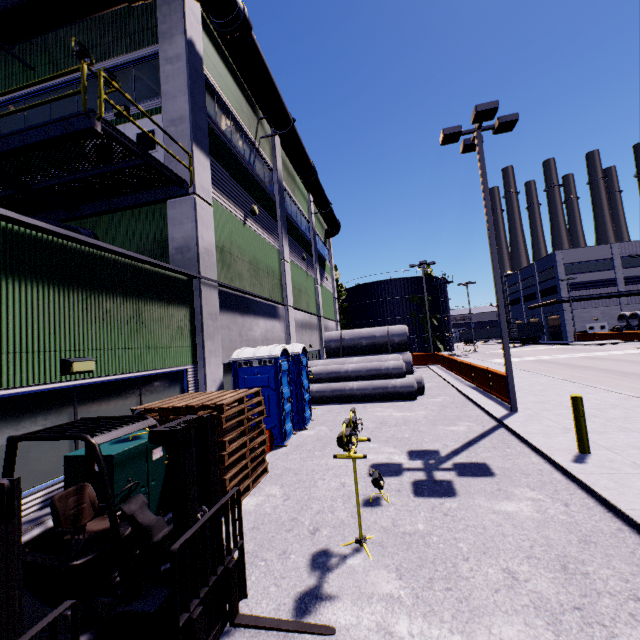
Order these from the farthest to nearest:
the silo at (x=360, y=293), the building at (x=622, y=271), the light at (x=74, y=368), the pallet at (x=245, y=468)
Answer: the building at (x=622, y=271), the silo at (x=360, y=293), the pallet at (x=245, y=468), the light at (x=74, y=368)

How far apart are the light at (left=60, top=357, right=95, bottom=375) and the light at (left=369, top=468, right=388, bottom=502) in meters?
5.3 m

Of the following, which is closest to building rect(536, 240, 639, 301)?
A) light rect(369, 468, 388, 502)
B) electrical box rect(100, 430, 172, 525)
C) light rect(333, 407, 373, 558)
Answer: electrical box rect(100, 430, 172, 525)

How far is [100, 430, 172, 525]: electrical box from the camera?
4.6m

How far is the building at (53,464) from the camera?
4.7m

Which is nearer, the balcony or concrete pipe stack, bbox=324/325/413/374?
the balcony

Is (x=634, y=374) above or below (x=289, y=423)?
below

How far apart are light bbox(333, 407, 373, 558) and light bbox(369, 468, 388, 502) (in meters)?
0.99
